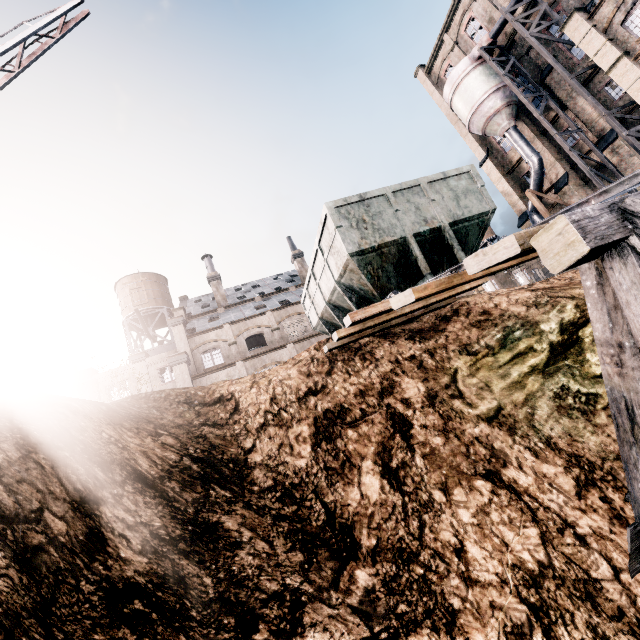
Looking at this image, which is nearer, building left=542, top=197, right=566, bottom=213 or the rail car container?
the rail car container

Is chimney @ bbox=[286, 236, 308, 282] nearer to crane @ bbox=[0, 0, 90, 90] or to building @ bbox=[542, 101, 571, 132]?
building @ bbox=[542, 101, 571, 132]

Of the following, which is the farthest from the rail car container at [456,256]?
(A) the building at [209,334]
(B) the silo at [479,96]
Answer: (B) the silo at [479,96]

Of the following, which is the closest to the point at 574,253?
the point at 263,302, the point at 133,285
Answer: the point at 263,302

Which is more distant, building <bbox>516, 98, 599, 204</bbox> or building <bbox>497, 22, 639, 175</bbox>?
building <bbox>516, 98, 599, 204</bbox>

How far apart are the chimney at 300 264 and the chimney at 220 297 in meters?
9.5

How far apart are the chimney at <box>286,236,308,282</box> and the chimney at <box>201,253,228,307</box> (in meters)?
9.47

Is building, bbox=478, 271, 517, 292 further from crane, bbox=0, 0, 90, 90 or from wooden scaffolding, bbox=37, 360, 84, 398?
crane, bbox=0, 0, 90, 90
